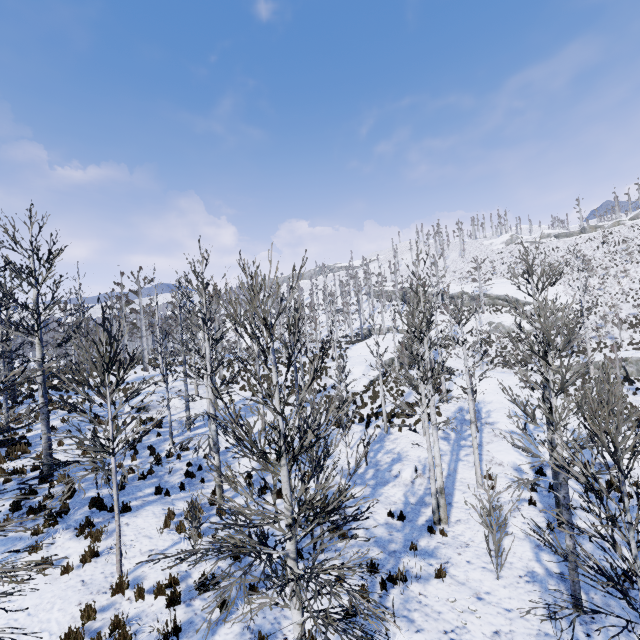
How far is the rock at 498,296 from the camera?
44.2m

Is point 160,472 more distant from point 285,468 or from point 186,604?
point 285,468

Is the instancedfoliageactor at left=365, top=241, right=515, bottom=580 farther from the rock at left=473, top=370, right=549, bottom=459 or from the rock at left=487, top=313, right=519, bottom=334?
the rock at left=487, top=313, right=519, bottom=334

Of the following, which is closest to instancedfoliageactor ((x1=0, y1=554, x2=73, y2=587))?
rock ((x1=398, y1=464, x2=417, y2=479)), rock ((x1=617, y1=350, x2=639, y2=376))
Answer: rock ((x1=398, y1=464, x2=417, y2=479))

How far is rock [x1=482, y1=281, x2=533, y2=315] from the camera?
44.25m

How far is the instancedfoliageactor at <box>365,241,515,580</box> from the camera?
8.64m

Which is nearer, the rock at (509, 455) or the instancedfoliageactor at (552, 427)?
the instancedfoliageactor at (552, 427)

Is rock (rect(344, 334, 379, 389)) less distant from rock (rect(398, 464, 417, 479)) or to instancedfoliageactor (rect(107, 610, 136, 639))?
instancedfoliageactor (rect(107, 610, 136, 639))
